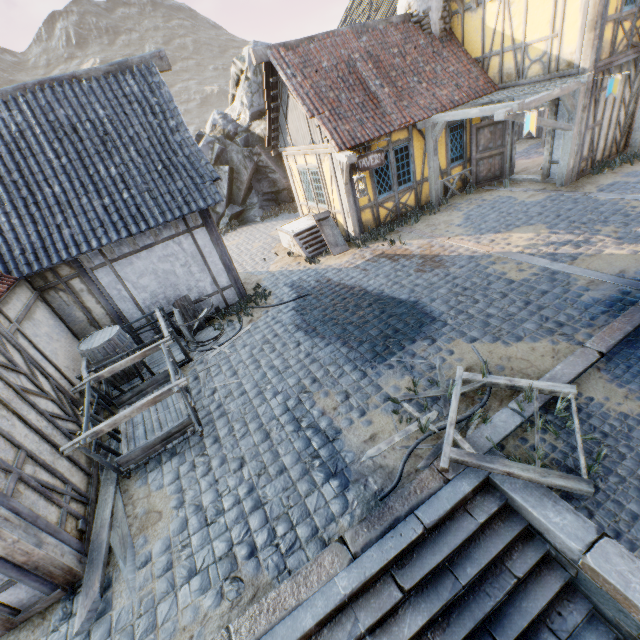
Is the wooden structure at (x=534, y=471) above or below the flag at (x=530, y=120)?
below

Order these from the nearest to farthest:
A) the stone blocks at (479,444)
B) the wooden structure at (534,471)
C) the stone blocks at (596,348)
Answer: the wooden structure at (534,471) → the stone blocks at (479,444) → the stone blocks at (596,348)

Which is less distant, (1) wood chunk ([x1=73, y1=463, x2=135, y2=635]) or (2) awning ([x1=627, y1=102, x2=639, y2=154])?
(1) wood chunk ([x1=73, y1=463, x2=135, y2=635])

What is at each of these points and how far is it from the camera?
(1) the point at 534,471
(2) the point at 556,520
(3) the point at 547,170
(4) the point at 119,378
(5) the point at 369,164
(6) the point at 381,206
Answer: (1) wooden structure, 3.7m
(2) stone blocks, 3.4m
(3) building, 10.7m
(4) barrel, 7.3m
(5) sign, 9.5m
(6) building, 10.9m

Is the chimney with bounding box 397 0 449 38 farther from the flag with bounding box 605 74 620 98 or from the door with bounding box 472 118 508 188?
the flag with bounding box 605 74 620 98

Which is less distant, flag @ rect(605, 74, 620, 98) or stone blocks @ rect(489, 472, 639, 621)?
stone blocks @ rect(489, 472, 639, 621)

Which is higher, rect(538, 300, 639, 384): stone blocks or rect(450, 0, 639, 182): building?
rect(450, 0, 639, 182): building

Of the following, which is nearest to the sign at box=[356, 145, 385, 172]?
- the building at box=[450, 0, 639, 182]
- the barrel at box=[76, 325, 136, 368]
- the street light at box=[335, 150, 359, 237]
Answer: the street light at box=[335, 150, 359, 237]
